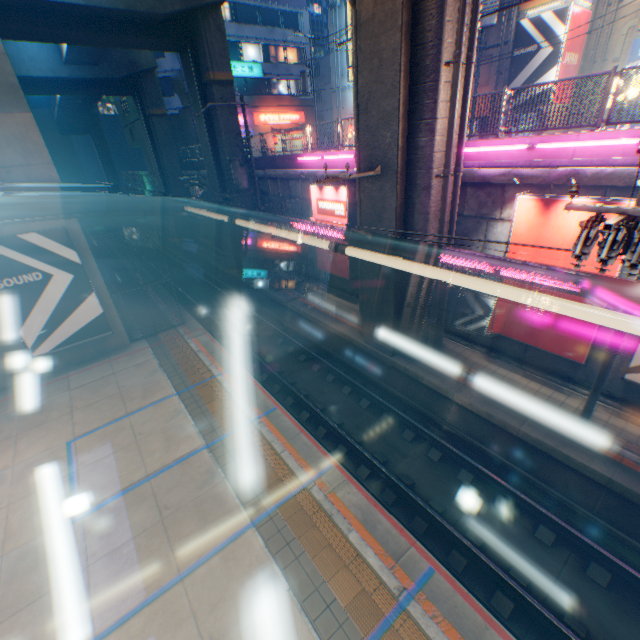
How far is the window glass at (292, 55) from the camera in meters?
36.6 m

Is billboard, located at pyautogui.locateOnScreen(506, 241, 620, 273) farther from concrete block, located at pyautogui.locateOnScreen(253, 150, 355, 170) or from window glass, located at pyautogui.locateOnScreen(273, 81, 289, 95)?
window glass, located at pyautogui.locateOnScreen(273, 81, 289, 95)

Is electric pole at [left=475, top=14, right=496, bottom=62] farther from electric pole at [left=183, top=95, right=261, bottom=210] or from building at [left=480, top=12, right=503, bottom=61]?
electric pole at [left=183, top=95, right=261, bottom=210]

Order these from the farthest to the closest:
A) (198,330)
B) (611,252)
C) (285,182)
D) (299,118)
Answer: (299,118), (285,182), (198,330), (611,252)

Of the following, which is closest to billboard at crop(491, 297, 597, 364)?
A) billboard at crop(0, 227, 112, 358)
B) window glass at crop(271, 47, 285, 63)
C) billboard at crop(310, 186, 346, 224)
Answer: billboard at crop(310, 186, 346, 224)

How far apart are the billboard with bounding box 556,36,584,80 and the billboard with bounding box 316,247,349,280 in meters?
14.7

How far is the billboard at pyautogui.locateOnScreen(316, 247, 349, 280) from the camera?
15.8m

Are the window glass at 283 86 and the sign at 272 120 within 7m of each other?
yes
